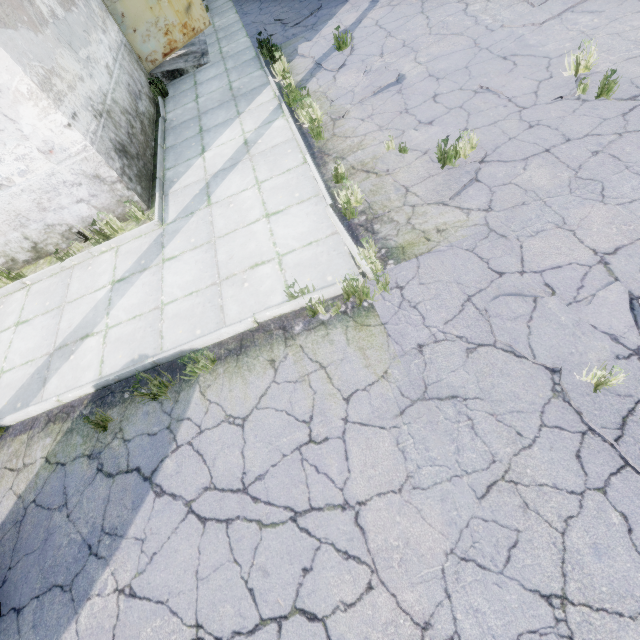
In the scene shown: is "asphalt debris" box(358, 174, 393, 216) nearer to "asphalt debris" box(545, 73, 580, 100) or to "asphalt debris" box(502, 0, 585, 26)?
"asphalt debris" box(545, 73, 580, 100)

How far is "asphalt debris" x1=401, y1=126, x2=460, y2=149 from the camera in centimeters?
505cm

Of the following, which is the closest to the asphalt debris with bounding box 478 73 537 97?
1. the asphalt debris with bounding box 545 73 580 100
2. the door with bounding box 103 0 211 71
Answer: the asphalt debris with bounding box 545 73 580 100

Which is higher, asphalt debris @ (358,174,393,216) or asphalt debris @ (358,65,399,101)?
asphalt debris @ (358,65,399,101)

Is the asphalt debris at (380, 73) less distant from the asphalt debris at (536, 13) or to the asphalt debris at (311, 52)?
the asphalt debris at (311, 52)

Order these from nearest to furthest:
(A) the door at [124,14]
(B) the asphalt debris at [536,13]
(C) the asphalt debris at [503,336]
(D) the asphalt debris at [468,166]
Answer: (C) the asphalt debris at [503,336] → (D) the asphalt debris at [468,166] → (B) the asphalt debris at [536,13] → (A) the door at [124,14]

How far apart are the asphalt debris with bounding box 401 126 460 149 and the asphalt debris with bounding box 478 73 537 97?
1.06m

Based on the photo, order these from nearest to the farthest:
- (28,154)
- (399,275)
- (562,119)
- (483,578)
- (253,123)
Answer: (483,578) → (399,275) → (562,119) → (28,154) → (253,123)
